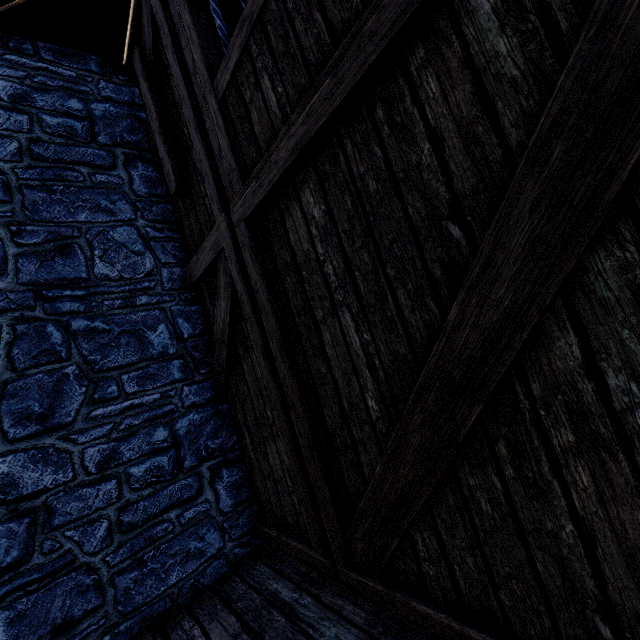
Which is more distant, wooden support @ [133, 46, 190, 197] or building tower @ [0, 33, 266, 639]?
wooden support @ [133, 46, 190, 197]

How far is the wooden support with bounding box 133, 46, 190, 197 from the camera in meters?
3.3

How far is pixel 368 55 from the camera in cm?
143

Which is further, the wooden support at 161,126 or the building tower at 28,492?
the wooden support at 161,126

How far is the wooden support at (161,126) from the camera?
3.3 meters
